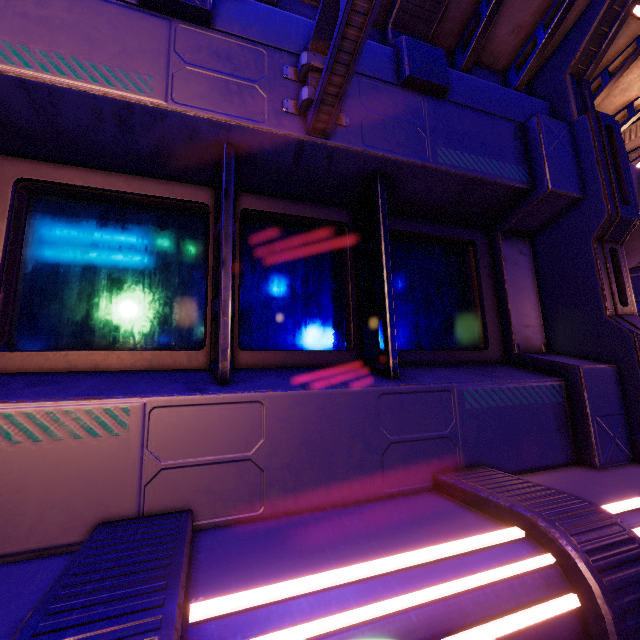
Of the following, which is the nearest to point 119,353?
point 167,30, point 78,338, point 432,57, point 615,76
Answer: point 78,338
